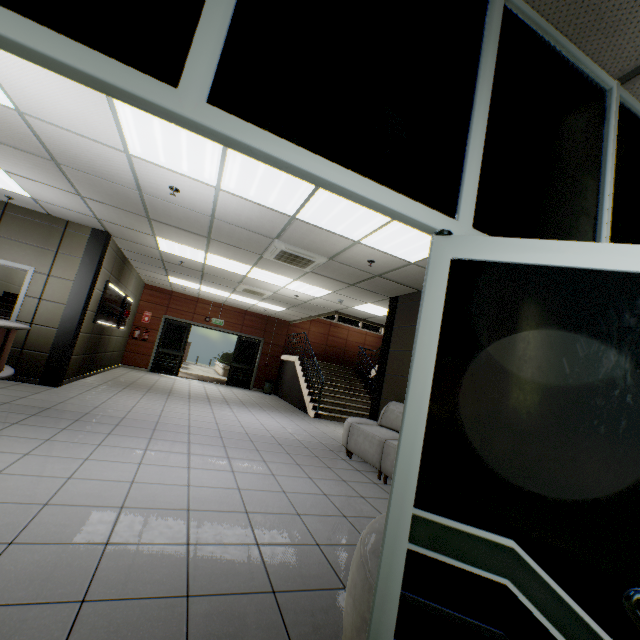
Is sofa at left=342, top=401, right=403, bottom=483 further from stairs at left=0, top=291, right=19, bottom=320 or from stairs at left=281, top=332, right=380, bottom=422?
stairs at left=0, top=291, right=19, bottom=320

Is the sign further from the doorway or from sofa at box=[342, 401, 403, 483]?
the doorway

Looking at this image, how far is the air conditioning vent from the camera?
5.36m

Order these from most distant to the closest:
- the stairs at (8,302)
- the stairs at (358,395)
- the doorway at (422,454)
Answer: the stairs at (358,395) → the stairs at (8,302) → the doorway at (422,454)

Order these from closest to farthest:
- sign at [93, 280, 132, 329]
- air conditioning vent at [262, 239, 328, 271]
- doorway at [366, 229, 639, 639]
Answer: doorway at [366, 229, 639, 639], air conditioning vent at [262, 239, 328, 271], sign at [93, 280, 132, 329]

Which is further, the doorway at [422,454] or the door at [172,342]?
the door at [172,342]

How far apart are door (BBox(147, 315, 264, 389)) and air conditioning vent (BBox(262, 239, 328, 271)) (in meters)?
8.02

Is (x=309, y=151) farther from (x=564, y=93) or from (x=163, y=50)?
(x=564, y=93)
